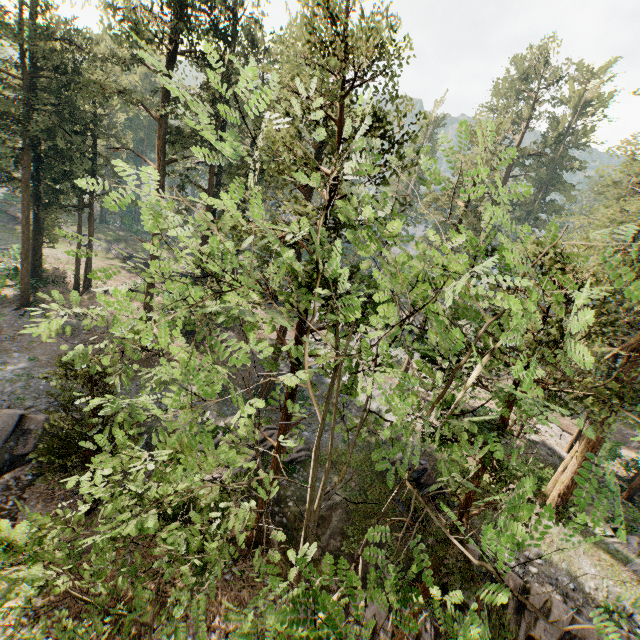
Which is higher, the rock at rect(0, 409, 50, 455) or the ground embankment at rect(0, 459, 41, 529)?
the rock at rect(0, 409, 50, 455)

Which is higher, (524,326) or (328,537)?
(524,326)

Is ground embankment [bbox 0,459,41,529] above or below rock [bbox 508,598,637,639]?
below

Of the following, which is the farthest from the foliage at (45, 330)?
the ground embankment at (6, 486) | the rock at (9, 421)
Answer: the rock at (9, 421)

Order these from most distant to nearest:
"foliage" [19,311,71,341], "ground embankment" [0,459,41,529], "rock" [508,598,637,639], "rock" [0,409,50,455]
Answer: "rock" [0,409,50,455] → "ground embankment" [0,459,41,529] → "rock" [508,598,637,639] → "foliage" [19,311,71,341]

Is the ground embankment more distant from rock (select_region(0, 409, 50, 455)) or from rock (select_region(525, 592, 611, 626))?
rock (select_region(525, 592, 611, 626))

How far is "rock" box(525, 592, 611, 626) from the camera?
14.6m

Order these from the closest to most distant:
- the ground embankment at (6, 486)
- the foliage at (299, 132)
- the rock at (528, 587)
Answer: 1. the foliage at (299, 132)
2. the rock at (528, 587)
3. the ground embankment at (6, 486)
